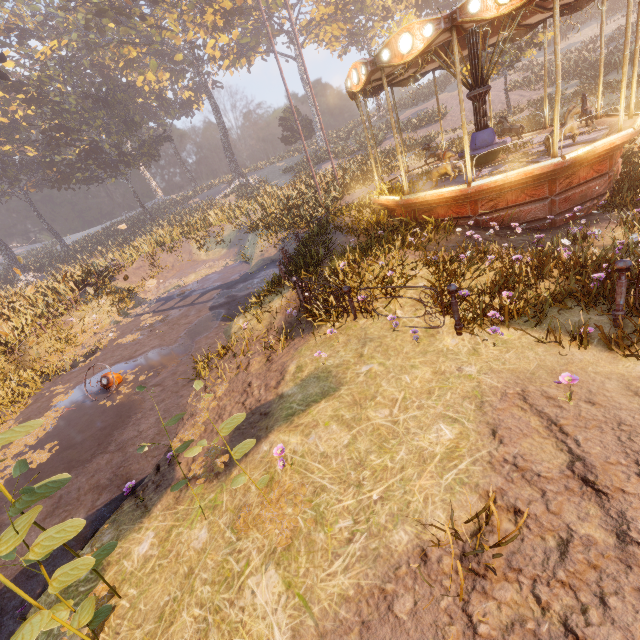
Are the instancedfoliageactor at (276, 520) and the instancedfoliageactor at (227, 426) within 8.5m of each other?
yes

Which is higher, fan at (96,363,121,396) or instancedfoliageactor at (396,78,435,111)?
instancedfoliageactor at (396,78,435,111)

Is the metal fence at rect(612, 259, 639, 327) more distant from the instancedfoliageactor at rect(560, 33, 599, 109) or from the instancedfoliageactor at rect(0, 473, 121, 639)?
the instancedfoliageactor at rect(560, 33, 599, 109)

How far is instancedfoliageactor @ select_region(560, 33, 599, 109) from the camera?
18.0m

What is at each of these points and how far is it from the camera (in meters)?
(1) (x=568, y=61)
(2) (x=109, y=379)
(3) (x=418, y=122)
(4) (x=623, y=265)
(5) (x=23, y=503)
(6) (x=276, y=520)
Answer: (1) instancedfoliageactor, 24.97
(2) fan, 8.98
(3) instancedfoliageactor, 30.66
(4) metal fence, 3.94
(5) instancedfoliageactor, 2.88
(6) instancedfoliageactor, 3.53

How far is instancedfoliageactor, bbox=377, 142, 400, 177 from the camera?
18.62m

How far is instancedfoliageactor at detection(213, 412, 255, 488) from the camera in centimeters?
319cm

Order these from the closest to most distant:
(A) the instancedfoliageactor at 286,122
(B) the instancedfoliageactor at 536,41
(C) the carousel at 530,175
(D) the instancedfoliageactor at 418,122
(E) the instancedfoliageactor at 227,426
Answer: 1. (E) the instancedfoliageactor at 227,426
2. (C) the carousel at 530,175
3. (B) the instancedfoliageactor at 536,41
4. (D) the instancedfoliageactor at 418,122
5. (A) the instancedfoliageactor at 286,122
